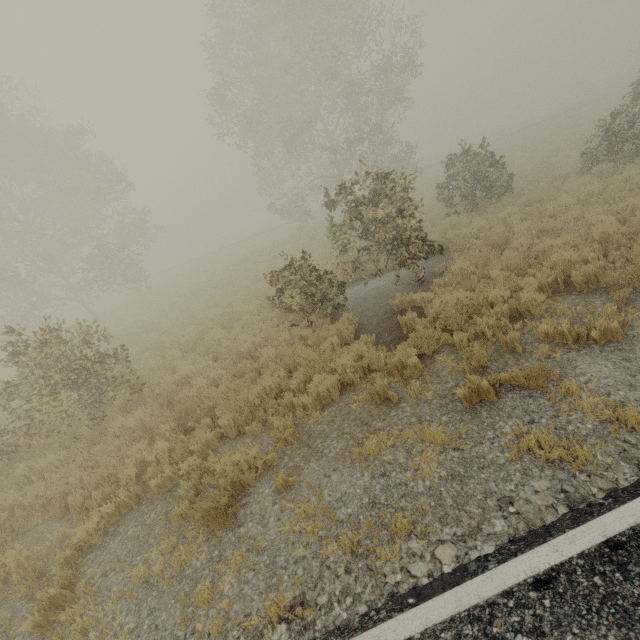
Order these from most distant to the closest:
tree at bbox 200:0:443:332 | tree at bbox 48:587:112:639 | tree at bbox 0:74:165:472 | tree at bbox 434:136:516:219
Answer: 1. tree at bbox 434:136:516:219
2. tree at bbox 200:0:443:332
3. tree at bbox 0:74:165:472
4. tree at bbox 48:587:112:639

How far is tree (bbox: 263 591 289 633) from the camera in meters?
3.1 m

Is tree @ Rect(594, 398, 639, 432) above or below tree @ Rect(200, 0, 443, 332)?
below

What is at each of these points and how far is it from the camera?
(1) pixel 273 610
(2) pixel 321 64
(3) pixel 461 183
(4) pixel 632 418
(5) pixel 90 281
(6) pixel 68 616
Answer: (1) tree, 3.1 meters
(2) tree, 20.4 meters
(3) tree, 13.2 meters
(4) tree, 3.5 meters
(5) tree, 24.0 meters
(6) tree, 3.9 meters

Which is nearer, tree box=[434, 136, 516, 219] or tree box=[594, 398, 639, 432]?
tree box=[594, 398, 639, 432]

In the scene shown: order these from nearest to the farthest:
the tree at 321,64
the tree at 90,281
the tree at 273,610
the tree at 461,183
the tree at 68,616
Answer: the tree at 273,610, the tree at 68,616, the tree at 90,281, the tree at 321,64, the tree at 461,183

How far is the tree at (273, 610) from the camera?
3.05m
